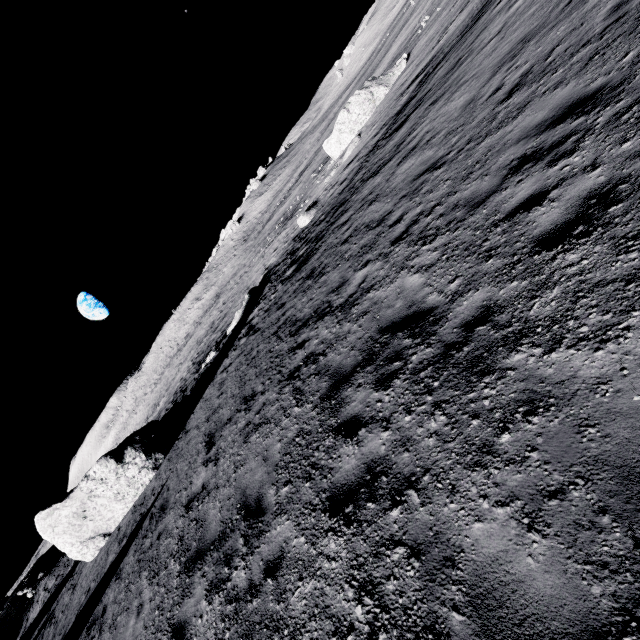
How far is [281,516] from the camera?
4.69m

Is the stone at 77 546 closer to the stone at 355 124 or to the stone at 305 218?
the stone at 305 218

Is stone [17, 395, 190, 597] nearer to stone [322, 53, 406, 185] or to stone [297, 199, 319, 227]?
stone [297, 199, 319, 227]

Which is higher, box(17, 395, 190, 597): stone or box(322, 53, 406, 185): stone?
box(17, 395, 190, 597): stone

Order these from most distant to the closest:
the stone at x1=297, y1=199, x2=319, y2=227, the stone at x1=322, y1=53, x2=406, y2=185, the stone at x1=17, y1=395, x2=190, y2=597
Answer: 1. the stone at x1=322, y1=53, x2=406, y2=185
2. the stone at x1=297, y1=199, x2=319, y2=227
3. the stone at x1=17, y1=395, x2=190, y2=597

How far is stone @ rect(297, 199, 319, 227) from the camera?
22.84m
